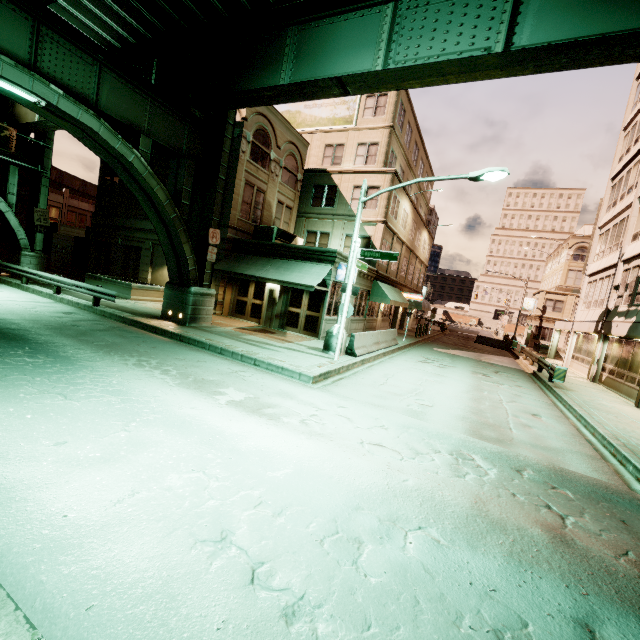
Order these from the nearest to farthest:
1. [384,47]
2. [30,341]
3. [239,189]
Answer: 1. [30,341]
2. [384,47]
3. [239,189]

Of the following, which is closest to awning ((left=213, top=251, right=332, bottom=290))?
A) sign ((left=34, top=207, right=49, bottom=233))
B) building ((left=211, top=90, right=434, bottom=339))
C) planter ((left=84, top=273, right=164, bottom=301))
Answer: building ((left=211, top=90, right=434, bottom=339))

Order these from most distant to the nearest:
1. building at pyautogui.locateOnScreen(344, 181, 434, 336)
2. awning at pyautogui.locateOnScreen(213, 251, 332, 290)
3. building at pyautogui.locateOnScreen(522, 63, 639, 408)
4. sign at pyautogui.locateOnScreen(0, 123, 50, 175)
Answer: building at pyautogui.locateOnScreen(344, 181, 434, 336)
sign at pyautogui.locateOnScreen(0, 123, 50, 175)
building at pyautogui.locateOnScreen(522, 63, 639, 408)
awning at pyautogui.locateOnScreen(213, 251, 332, 290)

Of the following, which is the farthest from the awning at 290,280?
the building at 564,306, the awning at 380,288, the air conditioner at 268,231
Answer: the building at 564,306

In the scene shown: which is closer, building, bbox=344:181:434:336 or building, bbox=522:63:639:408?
building, bbox=522:63:639:408

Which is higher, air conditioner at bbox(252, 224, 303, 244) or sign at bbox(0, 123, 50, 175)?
sign at bbox(0, 123, 50, 175)

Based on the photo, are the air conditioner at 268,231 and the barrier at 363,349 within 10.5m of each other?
yes

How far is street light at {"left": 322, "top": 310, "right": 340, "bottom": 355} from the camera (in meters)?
13.45
